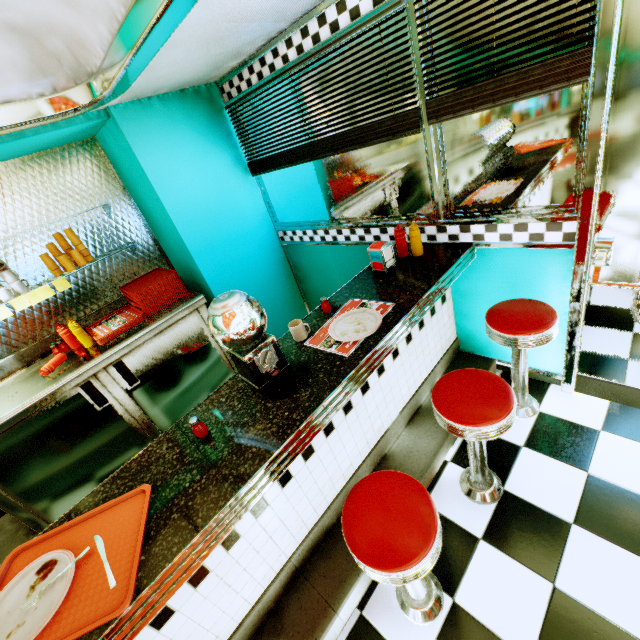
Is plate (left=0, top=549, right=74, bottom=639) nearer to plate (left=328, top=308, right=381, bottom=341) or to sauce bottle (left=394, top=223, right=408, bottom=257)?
plate (left=328, top=308, right=381, bottom=341)

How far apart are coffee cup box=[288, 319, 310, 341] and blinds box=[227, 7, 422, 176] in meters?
1.3

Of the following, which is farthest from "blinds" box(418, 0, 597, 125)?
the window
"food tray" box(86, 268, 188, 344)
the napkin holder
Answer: "food tray" box(86, 268, 188, 344)

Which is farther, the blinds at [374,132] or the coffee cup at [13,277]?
the coffee cup at [13,277]

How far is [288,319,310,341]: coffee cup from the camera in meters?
1.8

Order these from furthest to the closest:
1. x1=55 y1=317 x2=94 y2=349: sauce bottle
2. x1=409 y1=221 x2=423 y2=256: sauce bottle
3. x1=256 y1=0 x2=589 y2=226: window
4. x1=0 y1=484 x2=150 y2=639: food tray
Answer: x1=55 y1=317 x2=94 y2=349: sauce bottle, x1=409 y1=221 x2=423 y2=256: sauce bottle, x1=256 y1=0 x2=589 y2=226: window, x1=0 y1=484 x2=150 y2=639: food tray

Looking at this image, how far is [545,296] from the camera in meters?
2.1 m

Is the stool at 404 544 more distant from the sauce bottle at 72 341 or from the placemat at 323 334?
the sauce bottle at 72 341
